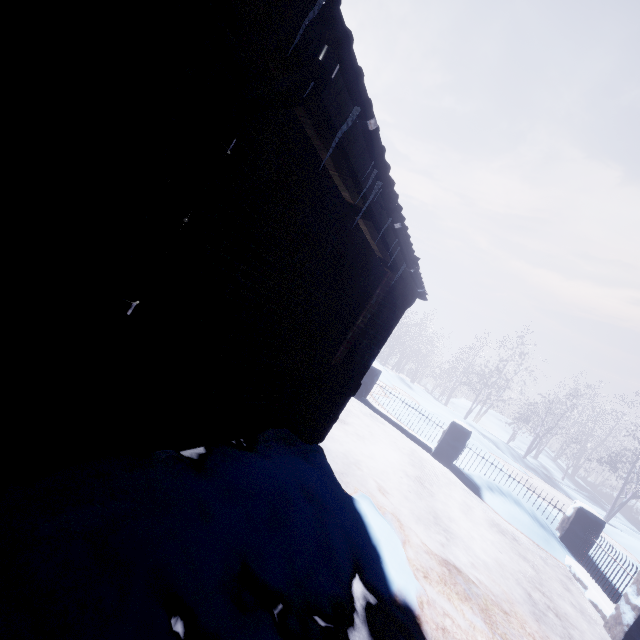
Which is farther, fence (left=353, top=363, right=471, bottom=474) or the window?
fence (left=353, top=363, right=471, bottom=474)

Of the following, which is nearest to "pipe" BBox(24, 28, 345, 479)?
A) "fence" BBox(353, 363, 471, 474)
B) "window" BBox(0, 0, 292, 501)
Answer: "window" BBox(0, 0, 292, 501)

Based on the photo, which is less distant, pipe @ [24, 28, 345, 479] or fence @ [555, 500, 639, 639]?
pipe @ [24, 28, 345, 479]

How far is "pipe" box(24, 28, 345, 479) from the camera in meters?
1.1 m

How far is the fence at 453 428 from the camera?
6.70m

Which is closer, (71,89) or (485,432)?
(71,89)

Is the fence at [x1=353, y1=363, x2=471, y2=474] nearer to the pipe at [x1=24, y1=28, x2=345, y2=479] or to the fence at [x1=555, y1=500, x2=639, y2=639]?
the fence at [x1=555, y1=500, x2=639, y2=639]

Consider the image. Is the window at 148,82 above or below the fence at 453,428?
above
